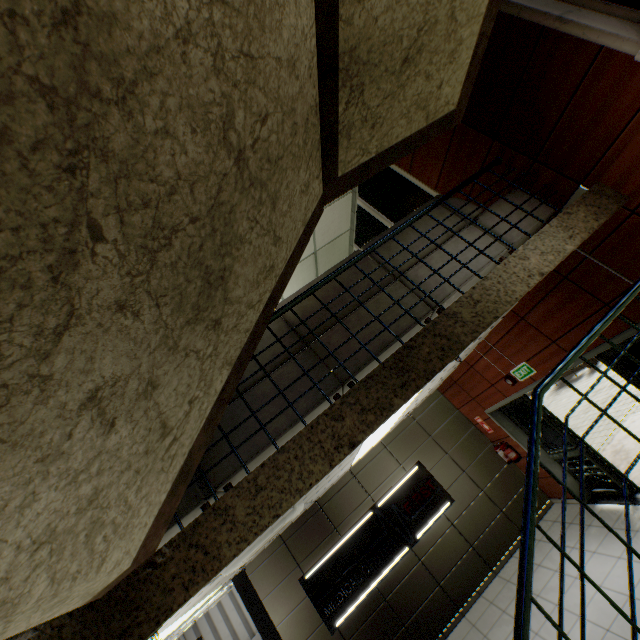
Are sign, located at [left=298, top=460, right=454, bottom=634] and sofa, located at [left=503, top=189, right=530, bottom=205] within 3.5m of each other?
no

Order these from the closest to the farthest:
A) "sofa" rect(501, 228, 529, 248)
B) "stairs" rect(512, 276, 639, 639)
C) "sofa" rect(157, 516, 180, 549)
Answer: "stairs" rect(512, 276, 639, 639)
"sofa" rect(157, 516, 180, 549)
"sofa" rect(501, 228, 529, 248)

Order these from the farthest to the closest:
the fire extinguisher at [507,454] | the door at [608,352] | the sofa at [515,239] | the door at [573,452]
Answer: the fire extinguisher at [507,454] < the door at [573,452] < the door at [608,352] < the sofa at [515,239]

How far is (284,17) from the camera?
1.6 meters

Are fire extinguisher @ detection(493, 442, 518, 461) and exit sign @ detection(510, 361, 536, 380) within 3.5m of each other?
yes

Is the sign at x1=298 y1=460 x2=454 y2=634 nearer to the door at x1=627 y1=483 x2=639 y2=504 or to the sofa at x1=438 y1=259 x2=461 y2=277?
the door at x1=627 y1=483 x2=639 y2=504

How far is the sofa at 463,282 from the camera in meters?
2.9

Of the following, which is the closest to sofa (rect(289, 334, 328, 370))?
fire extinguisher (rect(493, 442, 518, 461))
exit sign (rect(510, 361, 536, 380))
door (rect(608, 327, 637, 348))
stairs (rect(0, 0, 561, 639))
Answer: stairs (rect(0, 0, 561, 639))
